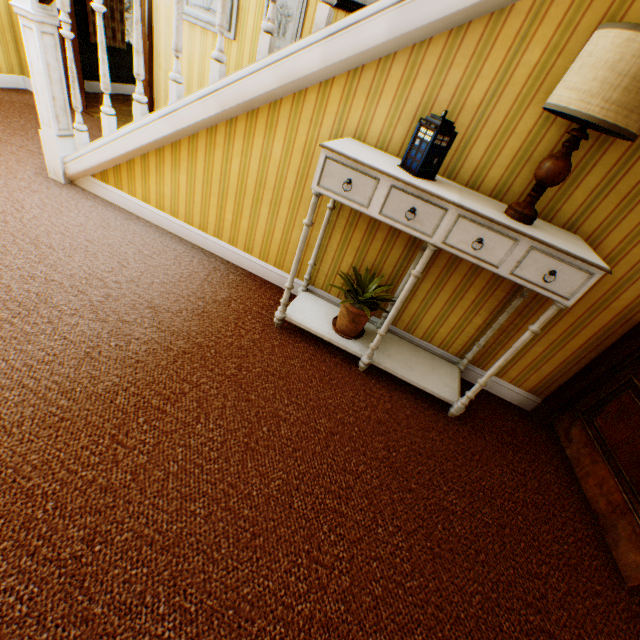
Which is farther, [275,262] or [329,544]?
[275,262]

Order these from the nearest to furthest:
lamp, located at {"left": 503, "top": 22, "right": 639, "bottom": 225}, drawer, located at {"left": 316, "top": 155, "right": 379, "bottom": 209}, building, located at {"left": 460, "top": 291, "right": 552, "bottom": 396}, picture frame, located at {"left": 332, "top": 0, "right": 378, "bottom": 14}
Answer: lamp, located at {"left": 503, "top": 22, "right": 639, "bottom": 225} → drawer, located at {"left": 316, "top": 155, "right": 379, "bottom": 209} → building, located at {"left": 460, "top": 291, "right": 552, "bottom": 396} → picture frame, located at {"left": 332, "top": 0, "right": 378, "bottom": 14}

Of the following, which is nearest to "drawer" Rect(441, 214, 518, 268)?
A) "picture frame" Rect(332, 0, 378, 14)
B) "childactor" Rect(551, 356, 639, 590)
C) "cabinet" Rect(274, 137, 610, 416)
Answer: "cabinet" Rect(274, 137, 610, 416)

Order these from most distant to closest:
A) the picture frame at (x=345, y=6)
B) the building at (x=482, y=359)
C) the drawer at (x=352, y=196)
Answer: the picture frame at (x=345, y=6), the building at (x=482, y=359), the drawer at (x=352, y=196)

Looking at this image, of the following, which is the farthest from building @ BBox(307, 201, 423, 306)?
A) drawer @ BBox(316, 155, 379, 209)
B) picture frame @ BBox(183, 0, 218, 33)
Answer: drawer @ BBox(316, 155, 379, 209)

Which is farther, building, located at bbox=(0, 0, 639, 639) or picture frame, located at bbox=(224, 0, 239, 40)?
picture frame, located at bbox=(224, 0, 239, 40)

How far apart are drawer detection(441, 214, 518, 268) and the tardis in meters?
0.2

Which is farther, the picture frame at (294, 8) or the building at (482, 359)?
the picture frame at (294, 8)
